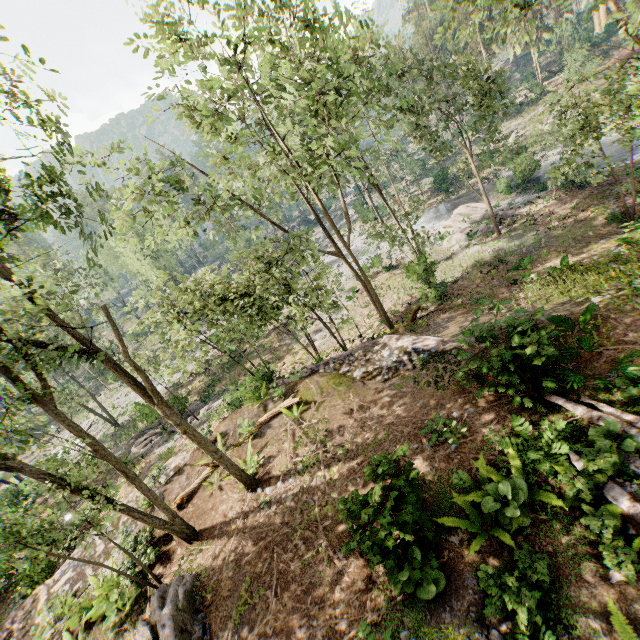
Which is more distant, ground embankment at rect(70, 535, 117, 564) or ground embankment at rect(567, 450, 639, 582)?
ground embankment at rect(70, 535, 117, 564)

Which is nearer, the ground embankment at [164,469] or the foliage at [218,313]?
the foliage at [218,313]

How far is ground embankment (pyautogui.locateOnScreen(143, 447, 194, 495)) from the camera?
14.9 meters

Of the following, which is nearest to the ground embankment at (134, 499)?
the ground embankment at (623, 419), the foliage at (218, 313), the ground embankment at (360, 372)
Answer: the foliage at (218, 313)

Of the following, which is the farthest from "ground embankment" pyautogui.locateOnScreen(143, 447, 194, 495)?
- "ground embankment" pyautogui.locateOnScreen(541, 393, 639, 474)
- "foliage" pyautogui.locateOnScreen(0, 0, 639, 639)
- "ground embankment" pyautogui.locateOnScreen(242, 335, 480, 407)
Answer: "ground embankment" pyautogui.locateOnScreen(541, 393, 639, 474)

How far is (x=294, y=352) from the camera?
27.11m
